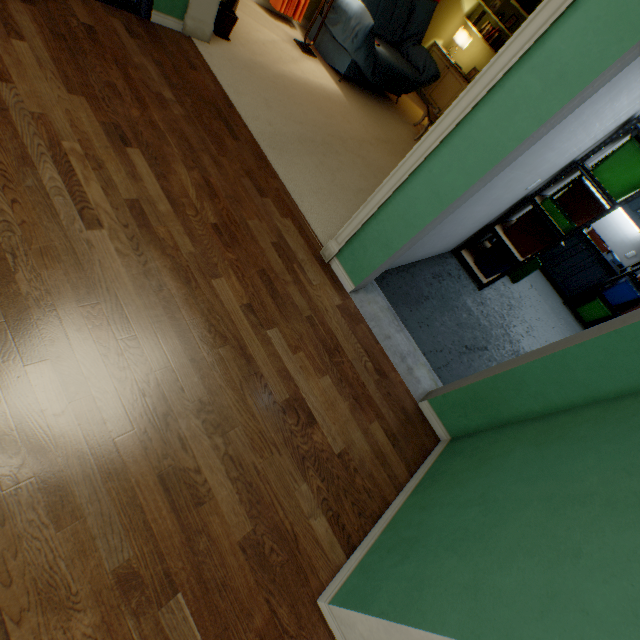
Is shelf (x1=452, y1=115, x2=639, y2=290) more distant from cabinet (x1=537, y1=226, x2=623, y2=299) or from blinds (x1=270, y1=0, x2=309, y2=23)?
blinds (x1=270, y1=0, x2=309, y2=23)

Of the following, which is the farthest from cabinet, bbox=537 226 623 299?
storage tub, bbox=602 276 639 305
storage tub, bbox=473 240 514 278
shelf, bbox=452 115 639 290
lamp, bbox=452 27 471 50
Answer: lamp, bbox=452 27 471 50

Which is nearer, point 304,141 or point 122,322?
point 122,322

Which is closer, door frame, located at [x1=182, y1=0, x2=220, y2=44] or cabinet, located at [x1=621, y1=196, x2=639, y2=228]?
door frame, located at [x1=182, y1=0, x2=220, y2=44]

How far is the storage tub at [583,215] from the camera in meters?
3.4 m

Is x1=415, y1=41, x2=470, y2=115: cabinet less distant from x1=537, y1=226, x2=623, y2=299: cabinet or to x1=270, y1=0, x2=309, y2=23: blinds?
x1=270, y1=0, x2=309, y2=23: blinds

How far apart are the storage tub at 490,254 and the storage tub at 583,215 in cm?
58

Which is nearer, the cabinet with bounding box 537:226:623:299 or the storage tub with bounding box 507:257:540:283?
the storage tub with bounding box 507:257:540:283
